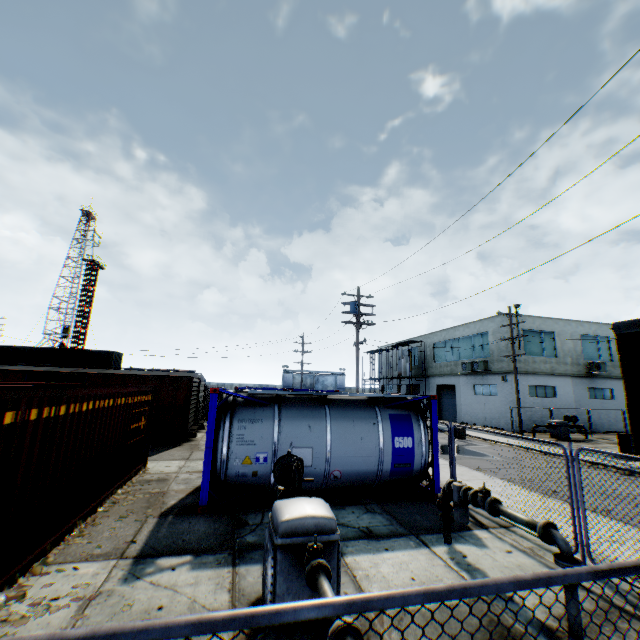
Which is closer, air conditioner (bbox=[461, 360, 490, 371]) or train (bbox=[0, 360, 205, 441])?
train (bbox=[0, 360, 205, 441])

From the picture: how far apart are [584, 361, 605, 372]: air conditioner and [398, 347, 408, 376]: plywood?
15.8 meters

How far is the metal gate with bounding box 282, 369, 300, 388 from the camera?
56.5m

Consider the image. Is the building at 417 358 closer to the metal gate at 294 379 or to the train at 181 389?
the metal gate at 294 379

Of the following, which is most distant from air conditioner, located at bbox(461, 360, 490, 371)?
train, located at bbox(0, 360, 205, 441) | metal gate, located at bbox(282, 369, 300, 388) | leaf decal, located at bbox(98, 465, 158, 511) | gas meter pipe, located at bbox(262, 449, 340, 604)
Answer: metal gate, located at bbox(282, 369, 300, 388)

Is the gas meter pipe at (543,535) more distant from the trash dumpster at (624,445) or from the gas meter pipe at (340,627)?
the trash dumpster at (624,445)

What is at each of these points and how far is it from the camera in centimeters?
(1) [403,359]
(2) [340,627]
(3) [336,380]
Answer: (1) plywood, 3894cm
(2) gas meter pipe, 282cm
(3) metal gate, 5878cm

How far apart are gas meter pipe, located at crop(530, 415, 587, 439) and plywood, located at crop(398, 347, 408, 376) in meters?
14.6 m
